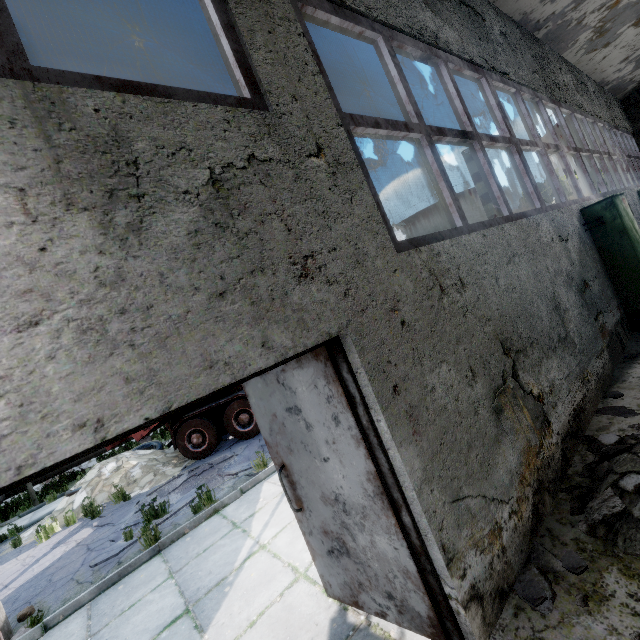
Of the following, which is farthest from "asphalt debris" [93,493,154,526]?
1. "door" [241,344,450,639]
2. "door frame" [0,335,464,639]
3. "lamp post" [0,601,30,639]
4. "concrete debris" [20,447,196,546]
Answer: "door frame" [0,335,464,639]

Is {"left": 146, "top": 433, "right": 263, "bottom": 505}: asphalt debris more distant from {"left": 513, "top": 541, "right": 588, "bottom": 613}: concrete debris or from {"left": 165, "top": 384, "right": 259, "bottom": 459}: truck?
{"left": 513, "top": 541, "right": 588, "bottom": 613}: concrete debris

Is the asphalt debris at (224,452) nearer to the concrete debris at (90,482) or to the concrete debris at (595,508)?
the concrete debris at (90,482)

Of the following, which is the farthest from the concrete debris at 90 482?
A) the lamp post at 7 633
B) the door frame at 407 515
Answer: the door frame at 407 515

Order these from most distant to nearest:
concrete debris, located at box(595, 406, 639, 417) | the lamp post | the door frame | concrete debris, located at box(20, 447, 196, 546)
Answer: concrete debris, located at box(20, 447, 196, 546) → the lamp post → concrete debris, located at box(595, 406, 639, 417) → the door frame

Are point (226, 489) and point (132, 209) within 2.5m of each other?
no

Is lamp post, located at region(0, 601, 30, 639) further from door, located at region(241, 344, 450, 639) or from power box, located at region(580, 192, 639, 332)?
power box, located at region(580, 192, 639, 332)

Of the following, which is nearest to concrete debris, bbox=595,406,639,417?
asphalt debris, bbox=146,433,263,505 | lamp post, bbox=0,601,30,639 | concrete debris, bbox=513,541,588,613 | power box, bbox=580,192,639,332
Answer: concrete debris, bbox=513,541,588,613
